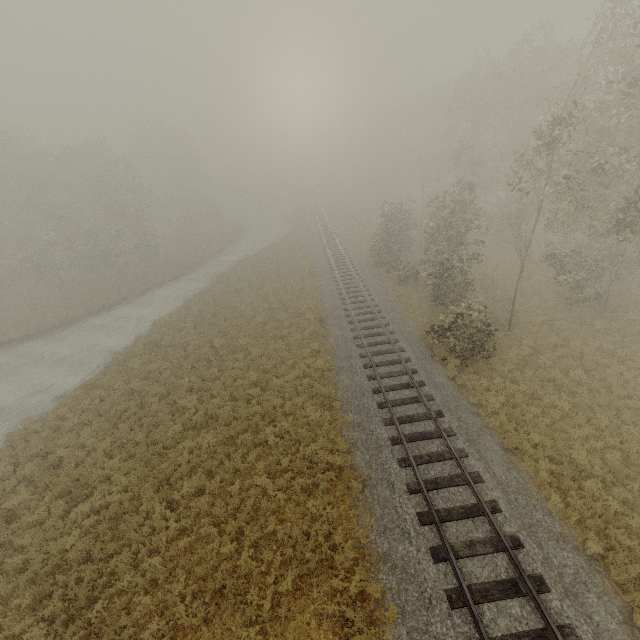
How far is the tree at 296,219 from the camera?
51.2 meters

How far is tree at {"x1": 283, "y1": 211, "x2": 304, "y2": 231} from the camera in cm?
5120

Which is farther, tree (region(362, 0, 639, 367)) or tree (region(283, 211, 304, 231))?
tree (region(283, 211, 304, 231))

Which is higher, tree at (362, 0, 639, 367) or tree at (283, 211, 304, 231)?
tree at (362, 0, 639, 367)

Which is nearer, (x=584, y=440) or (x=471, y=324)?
(x=584, y=440)

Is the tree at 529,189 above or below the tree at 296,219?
above
